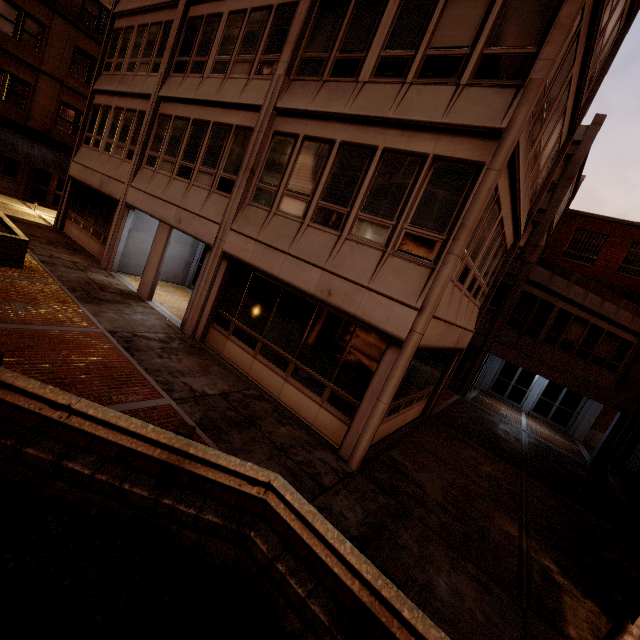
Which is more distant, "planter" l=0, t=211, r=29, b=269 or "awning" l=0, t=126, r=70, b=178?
"awning" l=0, t=126, r=70, b=178

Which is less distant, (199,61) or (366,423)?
(366,423)

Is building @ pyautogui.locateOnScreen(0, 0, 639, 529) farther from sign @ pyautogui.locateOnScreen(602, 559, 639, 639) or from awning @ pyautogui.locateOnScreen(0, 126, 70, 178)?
awning @ pyautogui.locateOnScreen(0, 126, 70, 178)

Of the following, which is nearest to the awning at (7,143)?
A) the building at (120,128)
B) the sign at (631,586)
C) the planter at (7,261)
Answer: the building at (120,128)

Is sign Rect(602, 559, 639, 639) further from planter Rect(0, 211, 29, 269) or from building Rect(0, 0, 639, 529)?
planter Rect(0, 211, 29, 269)

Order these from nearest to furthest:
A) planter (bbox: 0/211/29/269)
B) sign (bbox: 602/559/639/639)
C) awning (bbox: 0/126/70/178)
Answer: sign (bbox: 602/559/639/639) < planter (bbox: 0/211/29/269) < awning (bbox: 0/126/70/178)

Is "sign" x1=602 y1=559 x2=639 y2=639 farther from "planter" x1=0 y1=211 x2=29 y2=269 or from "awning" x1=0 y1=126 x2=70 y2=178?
"awning" x1=0 y1=126 x2=70 y2=178

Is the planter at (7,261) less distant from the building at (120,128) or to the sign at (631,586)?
the building at (120,128)
